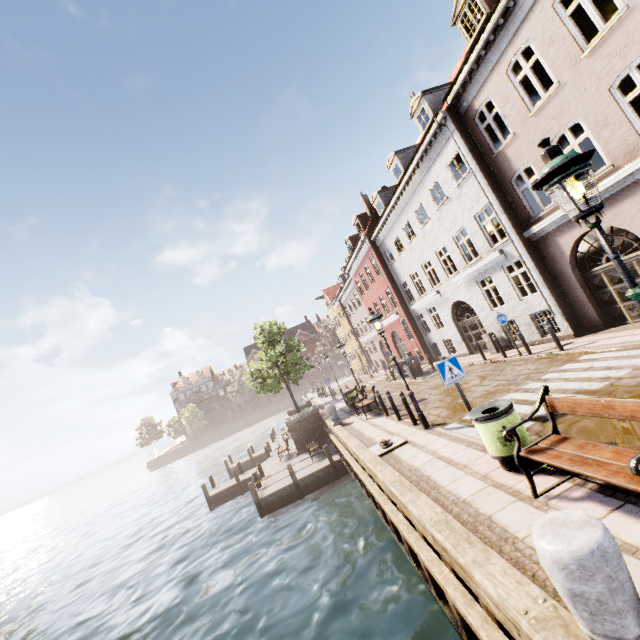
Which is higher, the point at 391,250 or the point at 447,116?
the point at 447,116

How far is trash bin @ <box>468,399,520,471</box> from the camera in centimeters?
517cm

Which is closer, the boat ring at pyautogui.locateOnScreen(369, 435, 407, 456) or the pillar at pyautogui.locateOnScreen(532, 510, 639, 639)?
the pillar at pyautogui.locateOnScreen(532, 510, 639, 639)

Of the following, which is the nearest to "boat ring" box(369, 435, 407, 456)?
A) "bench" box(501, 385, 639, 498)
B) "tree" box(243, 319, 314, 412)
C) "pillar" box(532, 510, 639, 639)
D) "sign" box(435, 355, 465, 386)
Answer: "sign" box(435, 355, 465, 386)

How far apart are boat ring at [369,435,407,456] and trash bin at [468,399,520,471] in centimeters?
336cm

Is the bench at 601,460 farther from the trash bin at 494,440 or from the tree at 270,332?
the tree at 270,332

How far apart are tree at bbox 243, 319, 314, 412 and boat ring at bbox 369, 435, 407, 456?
13.16m

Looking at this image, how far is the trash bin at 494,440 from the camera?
5.2m
